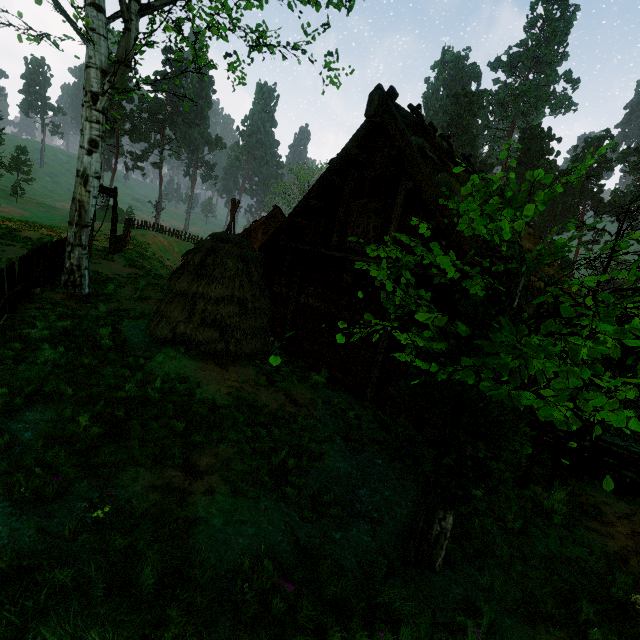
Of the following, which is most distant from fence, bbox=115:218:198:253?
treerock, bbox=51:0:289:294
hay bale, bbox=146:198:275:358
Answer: hay bale, bbox=146:198:275:358

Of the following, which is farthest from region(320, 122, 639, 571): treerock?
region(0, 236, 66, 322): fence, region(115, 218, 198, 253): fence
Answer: region(115, 218, 198, 253): fence

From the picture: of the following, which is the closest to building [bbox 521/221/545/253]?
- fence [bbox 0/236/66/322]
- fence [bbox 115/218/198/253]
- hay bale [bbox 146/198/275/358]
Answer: fence [bbox 115/218/198/253]

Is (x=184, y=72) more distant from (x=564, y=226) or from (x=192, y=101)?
(x=564, y=226)

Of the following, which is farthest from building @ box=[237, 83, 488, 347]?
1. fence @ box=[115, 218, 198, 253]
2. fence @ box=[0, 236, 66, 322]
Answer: fence @ box=[0, 236, 66, 322]

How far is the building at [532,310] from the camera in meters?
5.9

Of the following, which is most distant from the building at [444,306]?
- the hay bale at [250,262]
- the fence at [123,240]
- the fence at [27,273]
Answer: the fence at [27,273]
